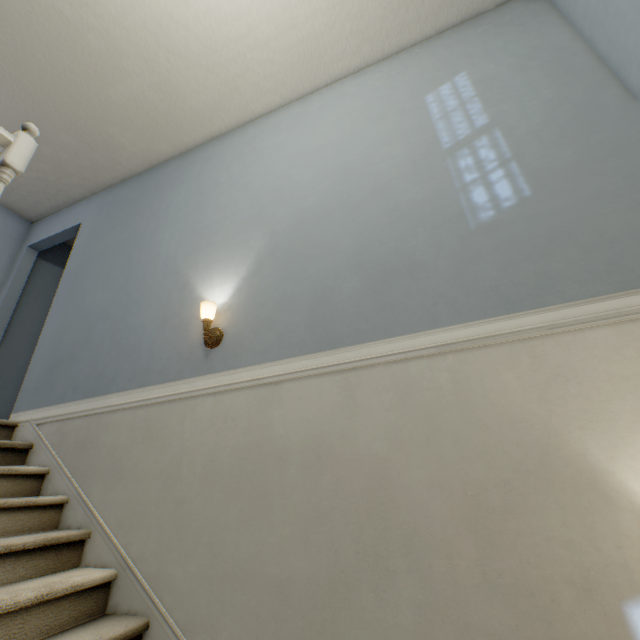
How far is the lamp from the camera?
2.0 meters

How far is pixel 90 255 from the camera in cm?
311

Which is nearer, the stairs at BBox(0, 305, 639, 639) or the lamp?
the stairs at BBox(0, 305, 639, 639)

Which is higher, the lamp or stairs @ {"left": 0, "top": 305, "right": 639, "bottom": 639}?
the lamp

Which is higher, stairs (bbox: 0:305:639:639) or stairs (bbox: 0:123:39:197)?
stairs (bbox: 0:123:39:197)

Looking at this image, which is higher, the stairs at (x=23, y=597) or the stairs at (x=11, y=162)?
the stairs at (x=11, y=162)

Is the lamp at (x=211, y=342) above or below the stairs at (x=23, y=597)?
above
